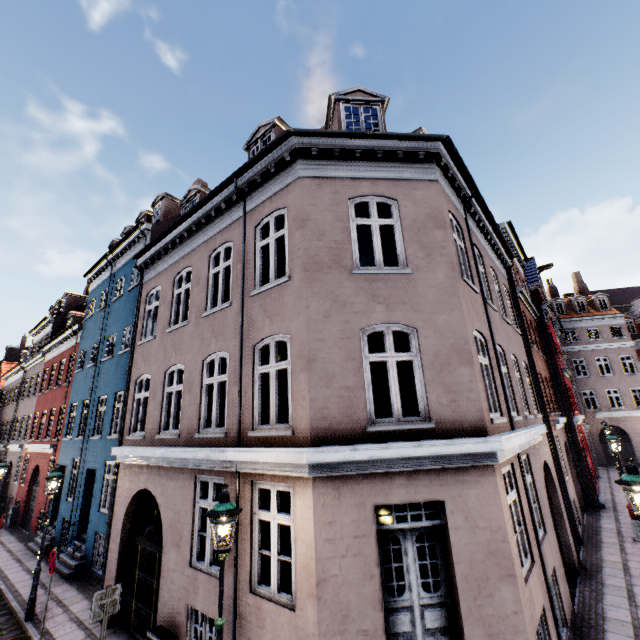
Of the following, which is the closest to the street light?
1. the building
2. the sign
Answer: the building

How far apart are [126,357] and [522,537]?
14.4 meters

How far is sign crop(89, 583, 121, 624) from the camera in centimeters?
609cm

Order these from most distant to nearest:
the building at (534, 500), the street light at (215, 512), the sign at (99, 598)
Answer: the sign at (99, 598), the building at (534, 500), the street light at (215, 512)

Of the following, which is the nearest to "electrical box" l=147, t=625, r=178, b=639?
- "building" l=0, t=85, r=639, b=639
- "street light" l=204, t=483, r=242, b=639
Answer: "building" l=0, t=85, r=639, b=639

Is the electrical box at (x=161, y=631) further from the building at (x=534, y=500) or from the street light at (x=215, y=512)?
the street light at (x=215, y=512)

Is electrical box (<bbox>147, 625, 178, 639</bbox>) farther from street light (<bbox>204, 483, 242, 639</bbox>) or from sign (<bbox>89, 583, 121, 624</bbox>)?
street light (<bbox>204, 483, 242, 639</bbox>)
